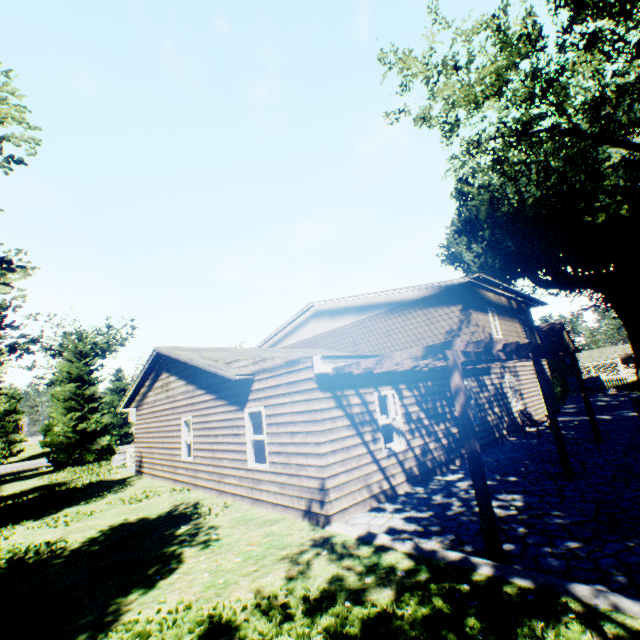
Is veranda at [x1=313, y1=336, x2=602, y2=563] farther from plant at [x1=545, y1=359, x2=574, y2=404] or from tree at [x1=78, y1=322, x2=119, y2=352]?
plant at [x1=545, y1=359, x2=574, y2=404]

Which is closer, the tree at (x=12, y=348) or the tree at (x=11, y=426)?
the tree at (x=12, y=348)

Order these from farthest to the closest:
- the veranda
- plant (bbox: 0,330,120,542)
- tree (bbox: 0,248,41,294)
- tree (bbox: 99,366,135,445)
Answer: tree (bbox: 99,366,135,445) → plant (bbox: 0,330,120,542) → the veranda → tree (bbox: 0,248,41,294)

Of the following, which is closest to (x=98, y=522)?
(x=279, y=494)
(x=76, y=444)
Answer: (x=279, y=494)

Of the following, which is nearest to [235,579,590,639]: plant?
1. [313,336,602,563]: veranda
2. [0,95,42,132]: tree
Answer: [0,95,42,132]: tree

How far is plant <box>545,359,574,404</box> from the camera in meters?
22.4 m

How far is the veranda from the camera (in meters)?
4.69

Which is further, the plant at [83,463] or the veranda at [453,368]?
the plant at [83,463]
